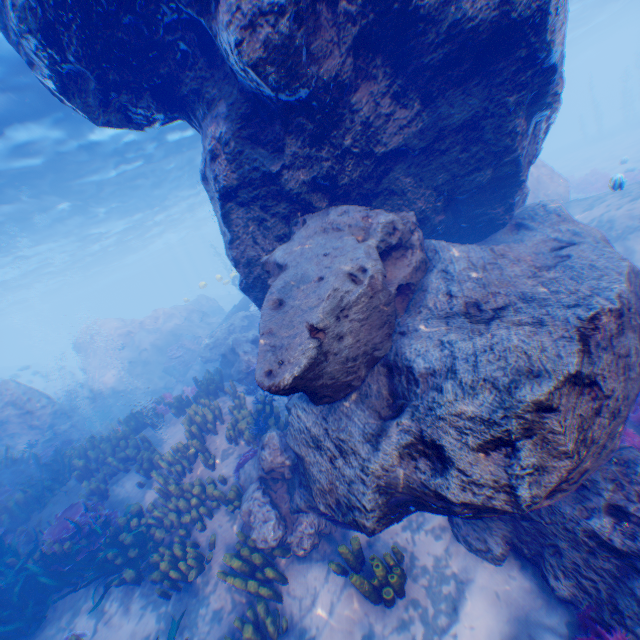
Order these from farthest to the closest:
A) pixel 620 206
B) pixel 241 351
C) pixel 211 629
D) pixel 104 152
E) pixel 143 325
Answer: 1. pixel 143 325
2. pixel 104 152
3. pixel 241 351
4. pixel 620 206
5. pixel 211 629

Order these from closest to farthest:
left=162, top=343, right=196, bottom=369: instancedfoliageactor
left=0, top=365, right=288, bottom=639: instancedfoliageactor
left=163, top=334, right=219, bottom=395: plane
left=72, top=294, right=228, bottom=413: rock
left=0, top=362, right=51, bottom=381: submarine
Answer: left=0, top=365, right=288, bottom=639: instancedfoliageactor, left=163, top=334, right=219, bottom=395: plane, left=162, top=343, right=196, bottom=369: instancedfoliageactor, left=72, top=294, right=228, bottom=413: rock, left=0, top=362, right=51, bottom=381: submarine

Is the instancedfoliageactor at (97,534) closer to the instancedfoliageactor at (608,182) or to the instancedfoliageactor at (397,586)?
the instancedfoliageactor at (397,586)

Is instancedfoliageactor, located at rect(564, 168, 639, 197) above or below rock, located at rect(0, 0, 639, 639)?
below

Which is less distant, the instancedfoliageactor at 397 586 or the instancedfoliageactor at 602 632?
the instancedfoliageactor at 602 632

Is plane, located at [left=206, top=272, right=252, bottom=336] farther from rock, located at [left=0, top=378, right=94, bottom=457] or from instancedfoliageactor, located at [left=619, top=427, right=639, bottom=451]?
instancedfoliageactor, located at [left=619, top=427, right=639, bottom=451]

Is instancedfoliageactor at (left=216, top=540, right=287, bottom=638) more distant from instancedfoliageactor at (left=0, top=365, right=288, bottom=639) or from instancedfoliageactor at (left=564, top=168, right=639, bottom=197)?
instancedfoliageactor at (left=564, top=168, right=639, bottom=197)
